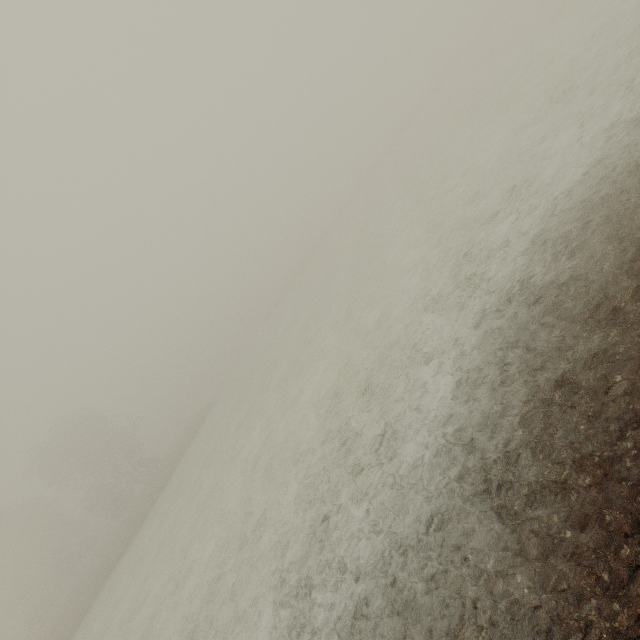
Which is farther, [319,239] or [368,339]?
[319,239]
